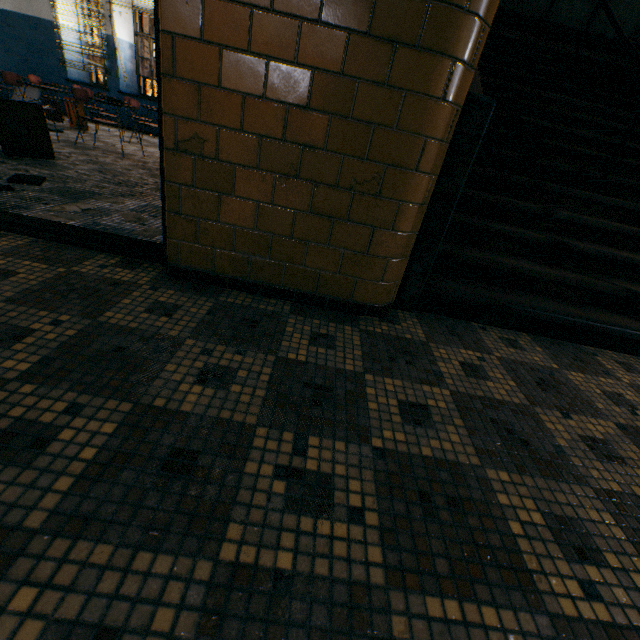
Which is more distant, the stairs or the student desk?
the student desk

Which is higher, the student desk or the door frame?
the student desk

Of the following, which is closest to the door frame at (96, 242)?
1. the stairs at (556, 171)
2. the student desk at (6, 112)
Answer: the stairs at (556, 171)

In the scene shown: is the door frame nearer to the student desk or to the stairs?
the stairs

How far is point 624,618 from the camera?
0.80m

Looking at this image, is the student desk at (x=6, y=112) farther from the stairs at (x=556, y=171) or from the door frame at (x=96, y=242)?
the stairs at (x=556, y=171)

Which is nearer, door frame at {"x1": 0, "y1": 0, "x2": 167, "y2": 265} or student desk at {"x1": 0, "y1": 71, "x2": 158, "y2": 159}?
door frame at {"x1": 0, "y1": 0, "x2": 167, "y2": 265}
